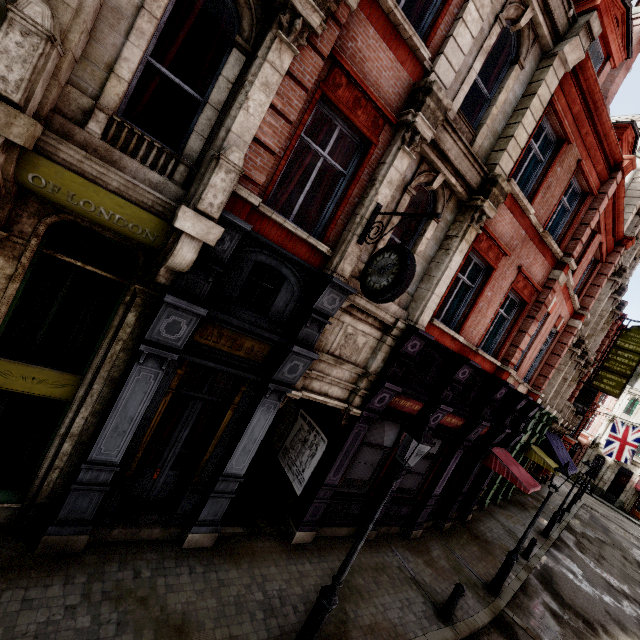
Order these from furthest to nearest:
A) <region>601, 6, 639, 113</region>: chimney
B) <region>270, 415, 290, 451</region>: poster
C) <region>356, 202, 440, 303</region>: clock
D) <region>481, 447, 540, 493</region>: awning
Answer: <region>481, 447, 540, 493</region>: awning
<region>601, 6, 639, 113</region>: chimney
<region>270, 415, 290, 451</region>: poster
<region>356, 202, 440, 303</region>: clock

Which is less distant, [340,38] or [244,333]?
[340,38]

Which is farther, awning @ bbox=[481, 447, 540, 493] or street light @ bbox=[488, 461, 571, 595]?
awning @ bbox=[481, 447, 540, 493]

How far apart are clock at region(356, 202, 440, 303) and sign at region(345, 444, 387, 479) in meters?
4.4

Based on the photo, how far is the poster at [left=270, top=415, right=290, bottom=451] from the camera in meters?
10.1 m

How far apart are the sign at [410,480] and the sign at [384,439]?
1.5m

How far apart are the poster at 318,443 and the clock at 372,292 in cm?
469

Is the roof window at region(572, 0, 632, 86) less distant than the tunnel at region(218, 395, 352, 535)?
No
